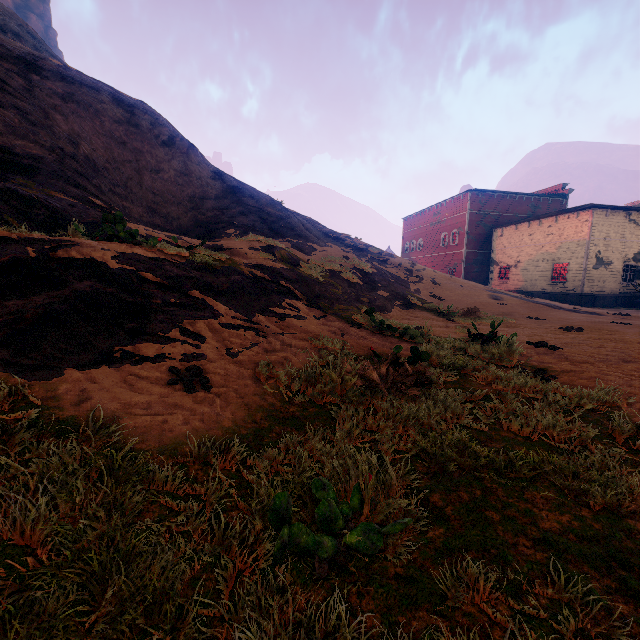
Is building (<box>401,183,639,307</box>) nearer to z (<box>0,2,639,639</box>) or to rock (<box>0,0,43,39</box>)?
z (<box>0,2,639,639</box>)

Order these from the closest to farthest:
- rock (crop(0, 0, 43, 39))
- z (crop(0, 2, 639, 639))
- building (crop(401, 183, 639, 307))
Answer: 1. z (crop(0, 2, 639, 639))
2. building (crop(401, 183, 639, 307))
3. rock (crop(0, 0, 43, 39))

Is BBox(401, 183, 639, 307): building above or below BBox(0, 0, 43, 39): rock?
below

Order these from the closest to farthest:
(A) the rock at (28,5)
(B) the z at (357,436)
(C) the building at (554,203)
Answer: (B) the z at (357,436)
(C) the building at (554,203)
(A) the rock at (28,5)

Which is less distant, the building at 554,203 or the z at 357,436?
the z at 357,436

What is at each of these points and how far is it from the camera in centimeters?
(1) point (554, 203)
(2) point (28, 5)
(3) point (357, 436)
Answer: (1) building, 3509cm
(2) rock, 5869cm
(3) z, 268cm

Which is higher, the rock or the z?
the rock

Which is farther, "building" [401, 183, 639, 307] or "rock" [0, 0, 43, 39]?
"rock" [0, 0, 43, 39]
